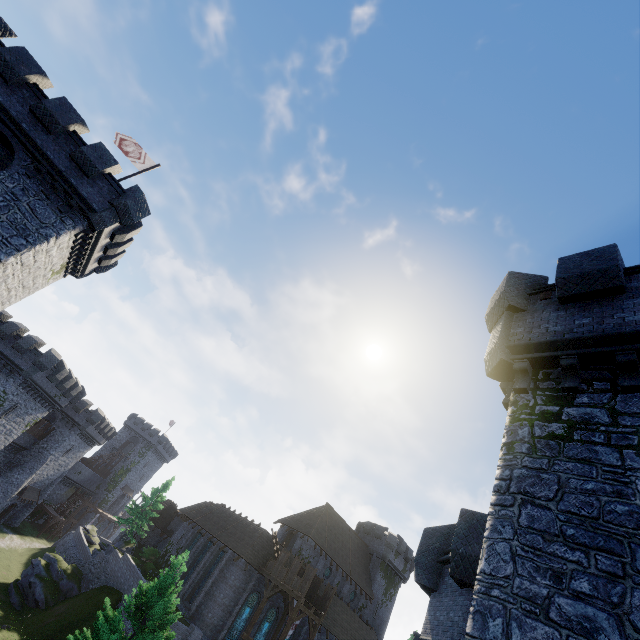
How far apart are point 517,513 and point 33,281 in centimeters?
2685cm

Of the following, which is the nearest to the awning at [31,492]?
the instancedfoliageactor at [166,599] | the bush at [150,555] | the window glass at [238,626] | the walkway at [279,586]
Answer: the bush at [150,555]

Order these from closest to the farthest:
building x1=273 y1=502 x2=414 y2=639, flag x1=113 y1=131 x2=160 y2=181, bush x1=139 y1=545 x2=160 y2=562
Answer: flag x1=113 y1=131 x2=160 y2=181
building x1=273 y1=502 x2=414 y2=639
bush x1=139 y1=545 x2=160 y2=562

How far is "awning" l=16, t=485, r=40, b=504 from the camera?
44.3 meters

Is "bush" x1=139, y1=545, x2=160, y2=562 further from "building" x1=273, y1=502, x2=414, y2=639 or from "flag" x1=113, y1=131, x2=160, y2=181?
"flag" x1=113, y1=131, x2=160, y2=181

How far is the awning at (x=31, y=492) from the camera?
44.3m

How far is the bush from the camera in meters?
40.3 m

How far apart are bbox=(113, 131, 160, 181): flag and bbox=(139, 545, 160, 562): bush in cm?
4329
